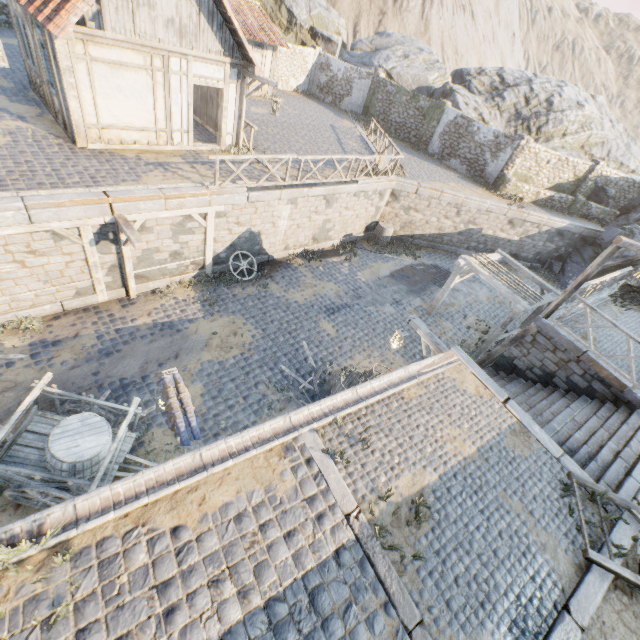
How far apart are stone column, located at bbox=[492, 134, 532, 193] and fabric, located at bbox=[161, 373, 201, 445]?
22.05m

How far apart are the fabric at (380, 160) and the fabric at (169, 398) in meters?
13.0

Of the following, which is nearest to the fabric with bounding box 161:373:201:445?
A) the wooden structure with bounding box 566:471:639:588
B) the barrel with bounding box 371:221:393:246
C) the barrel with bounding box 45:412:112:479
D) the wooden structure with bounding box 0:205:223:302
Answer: the barrel with bounding box 45:412:112:479

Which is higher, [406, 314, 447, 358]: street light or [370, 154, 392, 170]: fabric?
[370, 154, 392, 170]: fabric

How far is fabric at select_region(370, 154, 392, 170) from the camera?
14.8 meters

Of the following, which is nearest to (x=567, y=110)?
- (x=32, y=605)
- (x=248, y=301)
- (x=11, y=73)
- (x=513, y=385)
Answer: (x=513, y=385)

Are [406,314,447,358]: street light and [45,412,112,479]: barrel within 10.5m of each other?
yes

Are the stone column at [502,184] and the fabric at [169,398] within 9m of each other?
no
